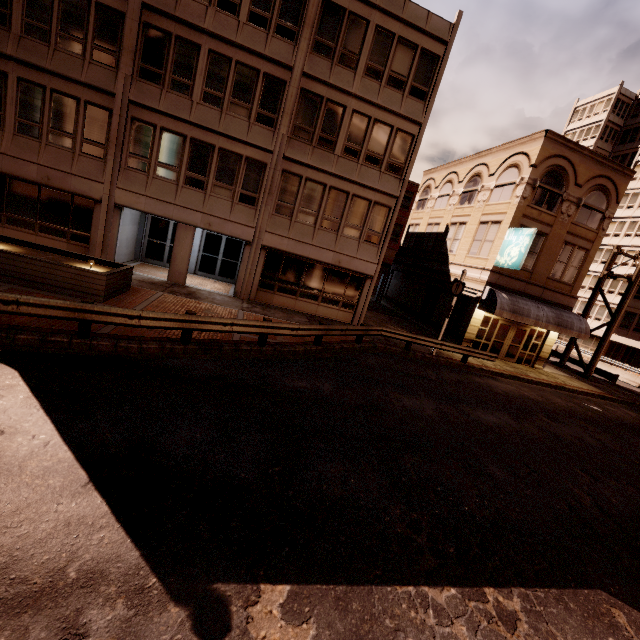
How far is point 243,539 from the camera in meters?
4.3 m

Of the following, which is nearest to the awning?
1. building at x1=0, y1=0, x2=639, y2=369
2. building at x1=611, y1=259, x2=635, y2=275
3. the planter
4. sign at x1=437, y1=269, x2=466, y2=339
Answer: building at x1=0, y1=0, x2=639, y2=369

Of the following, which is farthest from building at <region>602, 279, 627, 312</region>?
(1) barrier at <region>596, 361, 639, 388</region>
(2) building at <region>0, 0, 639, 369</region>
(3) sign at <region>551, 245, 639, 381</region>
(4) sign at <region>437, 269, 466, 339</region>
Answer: (4) sign at <region>437, 269, 466, 339</region>

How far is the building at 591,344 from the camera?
42.19m

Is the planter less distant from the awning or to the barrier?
the awning

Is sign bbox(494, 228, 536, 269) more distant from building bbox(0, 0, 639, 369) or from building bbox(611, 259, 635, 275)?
building bbox(611, 259, 635, 275)

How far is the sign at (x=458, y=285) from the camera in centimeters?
1655cm

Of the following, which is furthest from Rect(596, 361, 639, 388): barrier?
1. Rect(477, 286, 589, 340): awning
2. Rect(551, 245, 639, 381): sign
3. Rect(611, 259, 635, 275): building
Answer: Rect(477, 286, 589, 340): awning
